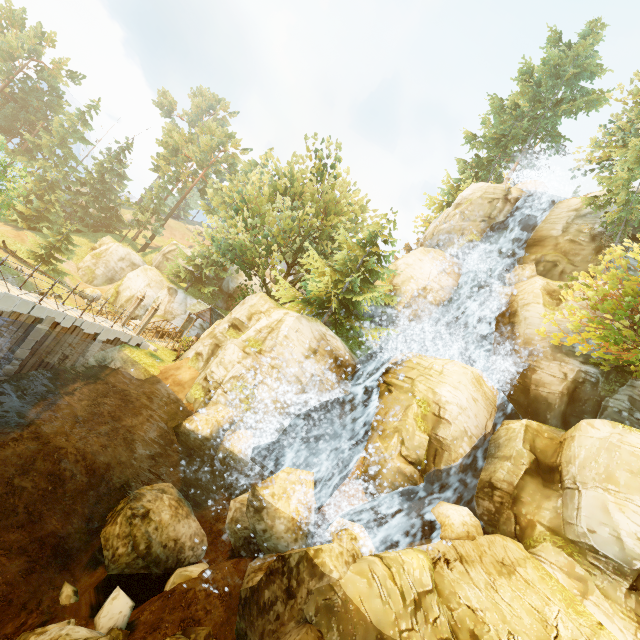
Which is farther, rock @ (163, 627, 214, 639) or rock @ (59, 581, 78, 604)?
rock @ (59, 581, 78, 604)

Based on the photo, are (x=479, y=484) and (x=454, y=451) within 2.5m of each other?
yes

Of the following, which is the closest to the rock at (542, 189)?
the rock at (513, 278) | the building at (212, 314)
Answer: the rock at (513, 278)

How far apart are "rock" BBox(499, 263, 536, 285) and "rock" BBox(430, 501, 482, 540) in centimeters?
1508cm

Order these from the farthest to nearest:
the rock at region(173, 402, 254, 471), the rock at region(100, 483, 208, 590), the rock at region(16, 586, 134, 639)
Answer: the rock at region(173, 402, 254, 471) < the rock at region(100, 483, 208, 590) < the rock at region(16, 586, 134, 639)

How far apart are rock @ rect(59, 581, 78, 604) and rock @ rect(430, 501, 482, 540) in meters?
12.7

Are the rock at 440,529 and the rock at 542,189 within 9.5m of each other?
no

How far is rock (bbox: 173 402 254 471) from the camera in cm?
1404
